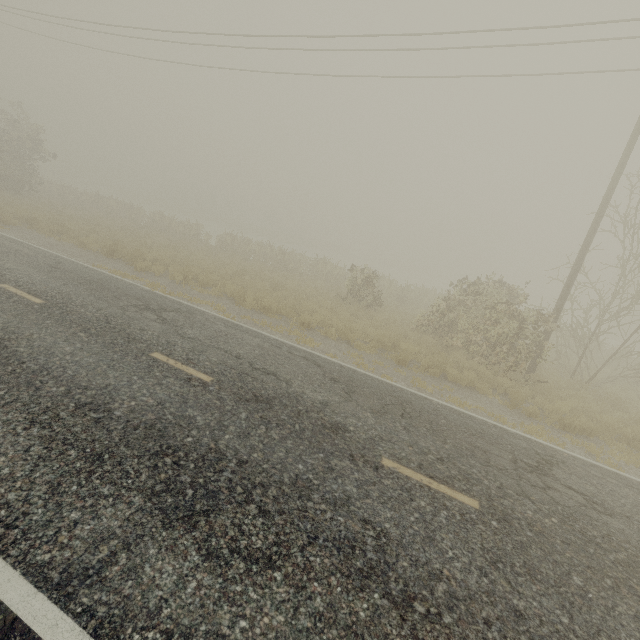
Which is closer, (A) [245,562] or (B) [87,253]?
(A) [245,562]
